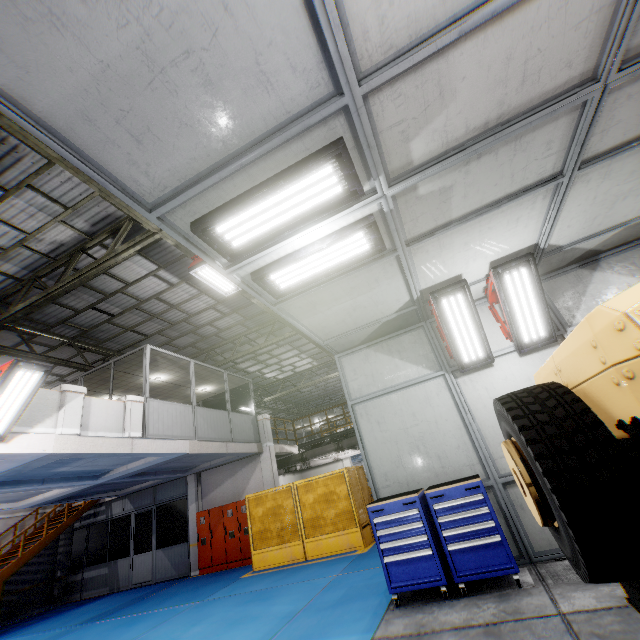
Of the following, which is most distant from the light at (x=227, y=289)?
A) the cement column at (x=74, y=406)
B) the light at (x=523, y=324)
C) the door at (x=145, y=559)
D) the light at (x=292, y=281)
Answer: the door at (x=145, y=559)

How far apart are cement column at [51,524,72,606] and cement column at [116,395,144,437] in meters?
12.6

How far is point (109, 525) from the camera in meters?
15.7

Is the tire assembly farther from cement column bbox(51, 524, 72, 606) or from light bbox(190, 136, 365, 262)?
cement column bbox(51, 524, 72, 606)

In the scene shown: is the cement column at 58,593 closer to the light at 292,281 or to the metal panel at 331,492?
the metal panel at 331,492

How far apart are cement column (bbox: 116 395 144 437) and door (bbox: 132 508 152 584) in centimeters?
897cm

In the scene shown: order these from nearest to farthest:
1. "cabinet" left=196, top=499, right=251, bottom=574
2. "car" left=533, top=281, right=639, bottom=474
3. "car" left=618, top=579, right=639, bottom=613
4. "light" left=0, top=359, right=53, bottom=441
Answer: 1. "car" left=533, top=281, right=639, bottom=474
2. "car" left=618, top=579, right=639, bottom=613
3. "light" left=0, top=359, right=53, bottom=441
4. "cabinet" left=196, top=499, right=251, bottom=574

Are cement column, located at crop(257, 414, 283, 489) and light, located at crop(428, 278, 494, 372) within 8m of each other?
no
